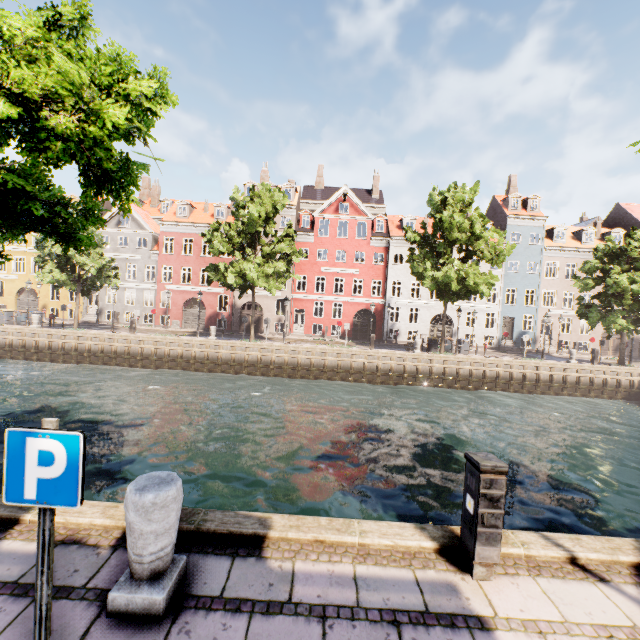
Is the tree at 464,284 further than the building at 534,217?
No

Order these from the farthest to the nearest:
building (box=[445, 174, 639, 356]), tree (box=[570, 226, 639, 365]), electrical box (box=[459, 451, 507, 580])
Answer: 1. building (box=[445, 174, 639, 356])
2. tree (box=[570, 226, 639, 365])
3. electrical box (box=[459, 451, 507, 580])

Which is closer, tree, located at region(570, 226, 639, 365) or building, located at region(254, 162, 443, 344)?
tree, located at region(570, 226, 639, 365)

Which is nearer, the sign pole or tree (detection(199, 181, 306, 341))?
the sign pole

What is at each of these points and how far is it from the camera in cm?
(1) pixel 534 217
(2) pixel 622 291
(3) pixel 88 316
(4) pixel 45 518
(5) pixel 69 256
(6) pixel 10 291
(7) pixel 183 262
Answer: (1) building, 3306
(2) tree, 2348
(3) building, 3403
(4) sign pole, 209
(5) tree, 2331
(6) building, 3403
(7) building, 3338

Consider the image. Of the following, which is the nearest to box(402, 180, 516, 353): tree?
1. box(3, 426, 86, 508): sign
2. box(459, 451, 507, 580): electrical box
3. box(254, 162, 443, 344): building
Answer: box(3, 426, 86, 508): sign

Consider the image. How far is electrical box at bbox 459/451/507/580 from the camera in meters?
3.4

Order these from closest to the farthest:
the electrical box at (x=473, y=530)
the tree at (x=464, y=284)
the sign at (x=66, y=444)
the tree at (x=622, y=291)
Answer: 1. the sign at (x=66, y=444)
2. the electrical box at (x=473, y=530)
3. the tree at (x=464, y=284)
4. the tree at (x=622, y=291)
